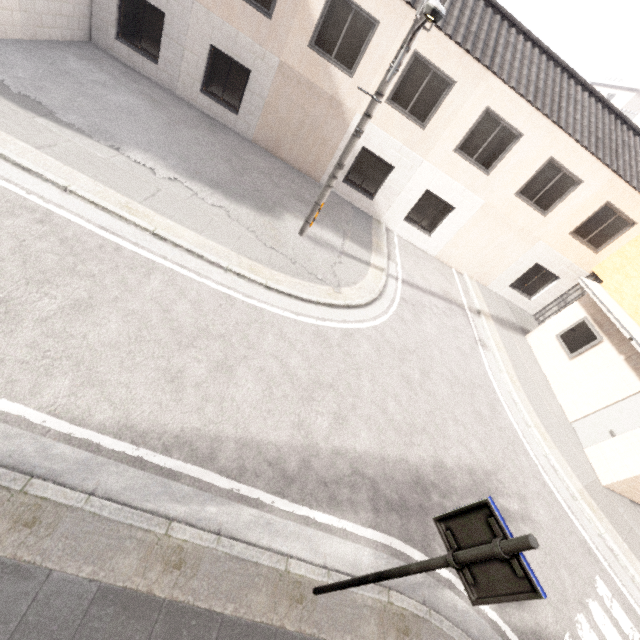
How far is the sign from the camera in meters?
2.1

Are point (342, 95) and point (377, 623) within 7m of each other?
no

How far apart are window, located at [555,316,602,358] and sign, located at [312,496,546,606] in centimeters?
1116cm

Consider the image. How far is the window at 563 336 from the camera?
10.65m

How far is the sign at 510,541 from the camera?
2.1m

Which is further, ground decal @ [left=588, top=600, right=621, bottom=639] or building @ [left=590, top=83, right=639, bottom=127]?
building @ [left=590, top=83, right=639, bottom=127]

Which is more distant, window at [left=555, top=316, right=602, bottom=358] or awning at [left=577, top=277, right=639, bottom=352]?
window at [left=555, top=316, right=602, bottom=358]

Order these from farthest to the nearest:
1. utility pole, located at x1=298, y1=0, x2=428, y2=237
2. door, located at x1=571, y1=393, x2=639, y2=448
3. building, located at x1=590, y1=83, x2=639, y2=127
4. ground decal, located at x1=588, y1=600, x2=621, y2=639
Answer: building, located at x1=590, y1=83, x2=639, y2=127
door, located at x1=571, y1=393, x2=639, y2=448
utility pole, located at x1=298, y1=0, x2=428, y2=237
ground decal, located at x1=588, y1=600, x2=621, y2=639
